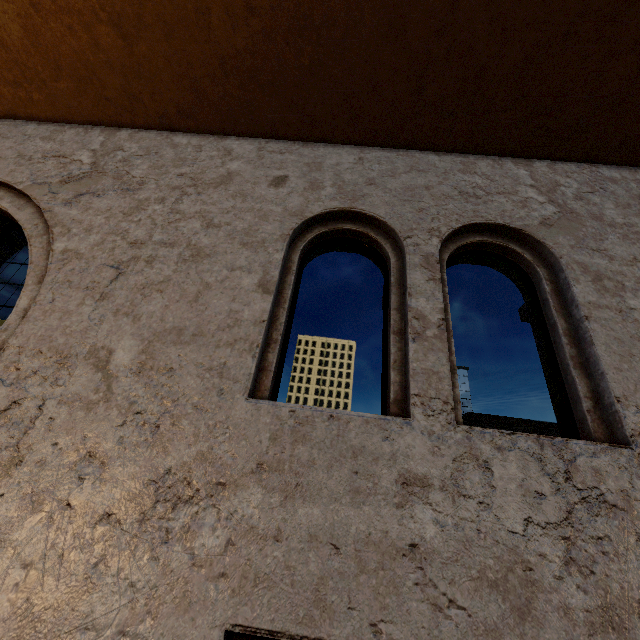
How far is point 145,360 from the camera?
1.86m
